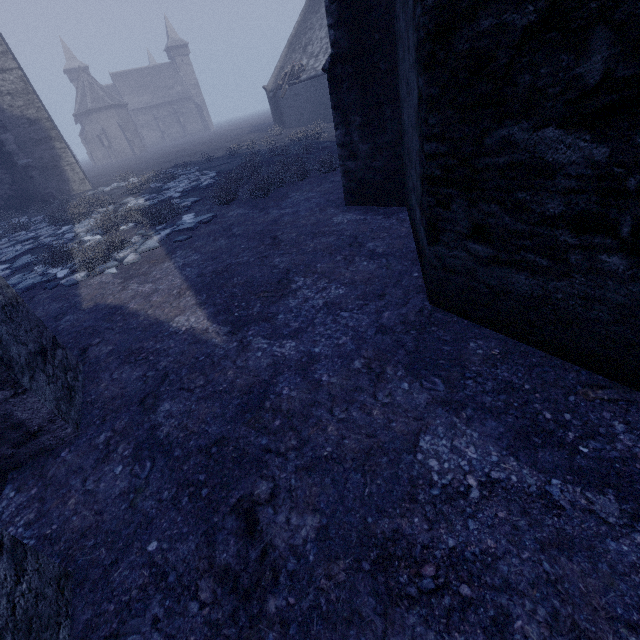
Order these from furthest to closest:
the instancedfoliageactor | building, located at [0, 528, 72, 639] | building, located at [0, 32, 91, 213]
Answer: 1. building, located at [0, 32, 91, 213]
2. the instancedfoliageactor
3. building, located at [0, 528, 72, 639]

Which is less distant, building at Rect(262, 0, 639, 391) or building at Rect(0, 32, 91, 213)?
building at Rect(262, 0, 639, 391)

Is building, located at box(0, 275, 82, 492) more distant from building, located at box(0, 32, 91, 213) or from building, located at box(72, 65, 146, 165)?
building, located at box(72, 65, 146, 165)

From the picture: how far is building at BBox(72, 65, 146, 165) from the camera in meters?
49.0

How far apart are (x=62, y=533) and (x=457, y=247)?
3.4 meters

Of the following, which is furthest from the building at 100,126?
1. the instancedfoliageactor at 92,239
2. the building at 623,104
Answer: the building at 623,104

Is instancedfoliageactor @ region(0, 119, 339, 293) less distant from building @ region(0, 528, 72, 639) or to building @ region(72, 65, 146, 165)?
building @ region(0, 528, 72, 639)

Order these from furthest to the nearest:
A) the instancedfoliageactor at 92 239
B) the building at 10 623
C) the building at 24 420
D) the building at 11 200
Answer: the building at 11 200 < the instancedfoliageactor at 92 239 < the building at 24 420 < the building at 10 623
